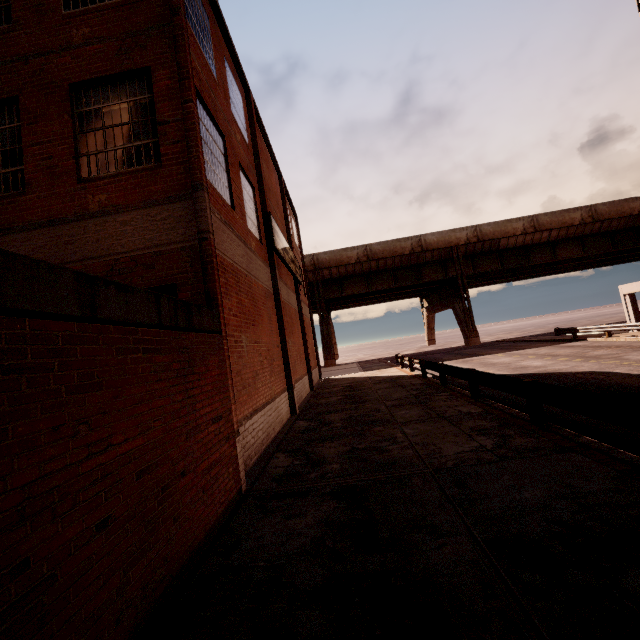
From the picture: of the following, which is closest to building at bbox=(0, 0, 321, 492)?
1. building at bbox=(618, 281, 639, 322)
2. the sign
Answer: the sign

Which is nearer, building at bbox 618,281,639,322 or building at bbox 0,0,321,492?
building at bbox 0,0,321,492

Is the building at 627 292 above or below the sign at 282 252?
below

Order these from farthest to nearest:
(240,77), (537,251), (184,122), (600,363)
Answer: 1. (537,251)
2. (600,363)
3. (240,77)
4. (184,122)

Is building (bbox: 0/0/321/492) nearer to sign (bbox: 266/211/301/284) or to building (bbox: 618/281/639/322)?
sign (bbox: 266/211/301/284)

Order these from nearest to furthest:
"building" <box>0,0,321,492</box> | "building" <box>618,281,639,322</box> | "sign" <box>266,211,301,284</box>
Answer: "building" <box>0,0,321,492</box> < "sign" <box>266,211,301,284</box> < "building" <box>618,281,639,322</box>

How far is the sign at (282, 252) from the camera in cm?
1305
